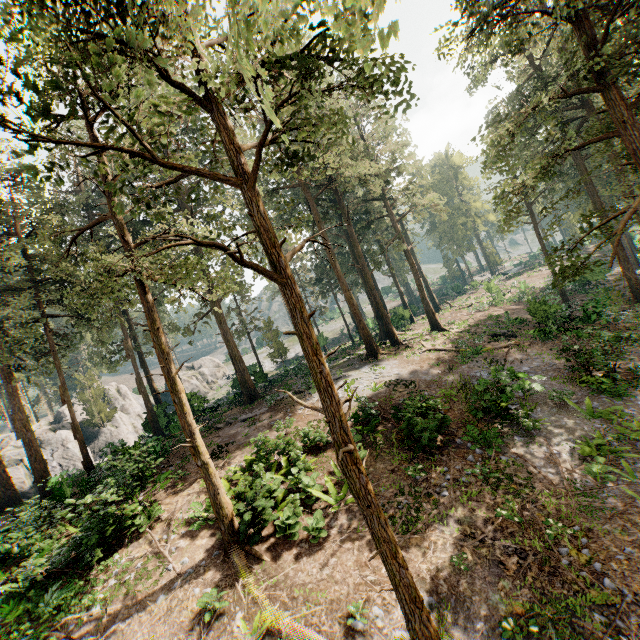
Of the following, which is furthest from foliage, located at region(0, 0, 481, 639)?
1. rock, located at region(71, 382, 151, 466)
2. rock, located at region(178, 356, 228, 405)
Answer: rock, located at region(178, 356, 228, 405)

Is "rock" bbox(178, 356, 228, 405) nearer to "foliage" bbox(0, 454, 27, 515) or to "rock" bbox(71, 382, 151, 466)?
"rock" bbox(71, 382, 151, 466)

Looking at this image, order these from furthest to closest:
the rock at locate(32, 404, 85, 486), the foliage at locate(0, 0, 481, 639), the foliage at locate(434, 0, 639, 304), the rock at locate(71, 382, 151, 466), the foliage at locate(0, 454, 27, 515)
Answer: the rock at locate(32, 404, 85, 486)
the rock at locate(71, 382, 151, 466)
the foliage at locate(0, 454, 27, 515)
the foliage at locate(434, 0, 639, 304)
the foliage at locate(0, 0, 481, 639)

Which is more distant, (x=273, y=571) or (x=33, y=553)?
(x=33, y=553)

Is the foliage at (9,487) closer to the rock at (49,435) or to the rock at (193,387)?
the rock at (49,435)
